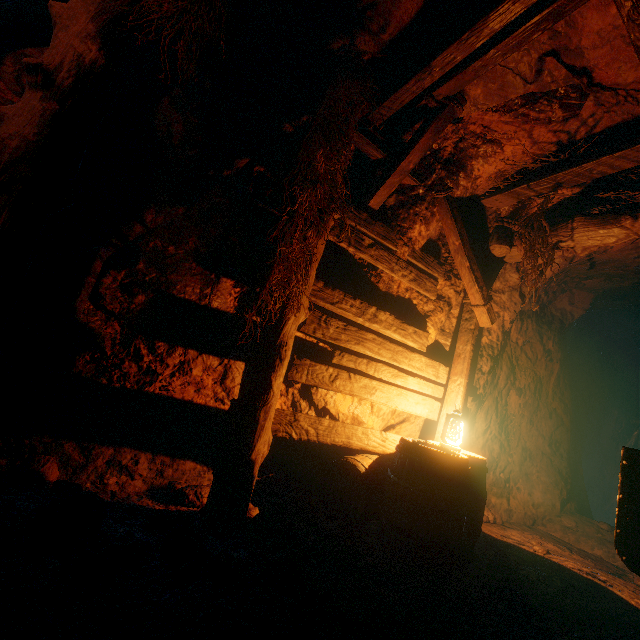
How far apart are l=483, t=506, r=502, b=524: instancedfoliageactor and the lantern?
2.36m

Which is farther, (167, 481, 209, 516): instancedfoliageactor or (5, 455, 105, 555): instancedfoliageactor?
(167, 481, 209, 516): instancedfoliageactor

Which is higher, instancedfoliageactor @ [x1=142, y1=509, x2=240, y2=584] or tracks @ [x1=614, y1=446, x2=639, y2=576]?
tracks @ [x1=614, y1=446, x2=639, y2=576]

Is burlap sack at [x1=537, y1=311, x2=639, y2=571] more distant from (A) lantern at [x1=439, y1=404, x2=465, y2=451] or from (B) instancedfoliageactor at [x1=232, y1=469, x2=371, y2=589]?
(B) instancedfoliageactor at [x1=232, y1=469, x2=371, y2=589]

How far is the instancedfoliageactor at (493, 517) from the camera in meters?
5.0

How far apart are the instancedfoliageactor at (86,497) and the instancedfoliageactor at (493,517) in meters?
5.2

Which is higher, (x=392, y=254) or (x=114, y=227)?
(x=392, y=254)

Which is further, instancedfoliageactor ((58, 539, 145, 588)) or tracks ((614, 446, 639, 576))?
tracks ((614, 446, 639, 576))
